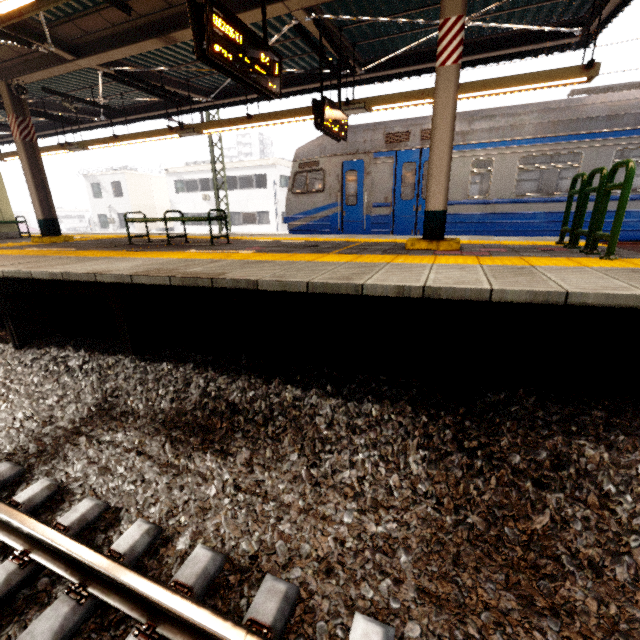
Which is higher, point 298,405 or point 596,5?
point 596,5

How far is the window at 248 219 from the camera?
28.5 meters

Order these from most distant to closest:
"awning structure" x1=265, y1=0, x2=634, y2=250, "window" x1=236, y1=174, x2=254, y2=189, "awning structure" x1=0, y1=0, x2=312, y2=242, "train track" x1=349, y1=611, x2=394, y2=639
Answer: "window" x1=236, y1=174, x2=254, y2=189
"awning structure" x1=0, y1=0, x2=312, y2=242
"awning structure" x1=265, y1=0, x2=634, y2=250
"train track" x1=349, y1=611, x2=394, y2=639

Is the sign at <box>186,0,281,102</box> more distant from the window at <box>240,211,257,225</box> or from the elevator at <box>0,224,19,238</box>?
the window at <box>240,211,257,225</box>

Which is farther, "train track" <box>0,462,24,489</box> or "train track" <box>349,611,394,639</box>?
"train track" <box>0,462,24,489</box>

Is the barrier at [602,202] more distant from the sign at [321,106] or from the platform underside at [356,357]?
the sign at [321,106]

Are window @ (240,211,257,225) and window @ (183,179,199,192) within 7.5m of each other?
yes

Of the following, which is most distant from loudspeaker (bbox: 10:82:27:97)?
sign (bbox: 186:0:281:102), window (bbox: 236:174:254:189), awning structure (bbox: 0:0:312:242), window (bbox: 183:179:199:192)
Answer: window (bbox: 183:179:199:192)
